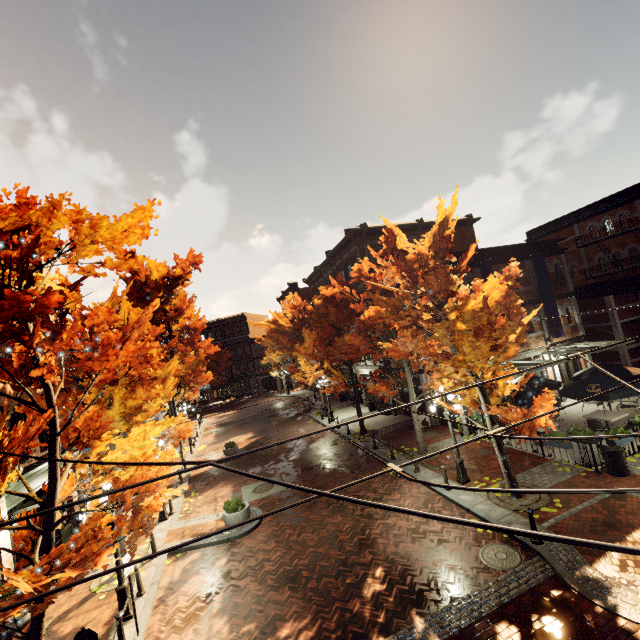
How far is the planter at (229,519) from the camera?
12.4 meters

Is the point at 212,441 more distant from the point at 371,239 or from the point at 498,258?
the point at 498,258

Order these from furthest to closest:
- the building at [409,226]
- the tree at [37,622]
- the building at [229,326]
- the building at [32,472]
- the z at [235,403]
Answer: the building at [229,326], the z at [235,403], the building at [409,226], the building at [32,472], the tree at [37,622]

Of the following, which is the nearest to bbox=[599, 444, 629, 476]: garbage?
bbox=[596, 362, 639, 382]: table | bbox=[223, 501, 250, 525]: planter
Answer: bbox=[596, 362, 639, 382]: table

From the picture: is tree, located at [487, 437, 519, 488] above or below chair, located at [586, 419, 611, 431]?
below

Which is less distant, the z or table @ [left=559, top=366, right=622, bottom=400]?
table @ [left=559, top=366, right=622, bottom=400]

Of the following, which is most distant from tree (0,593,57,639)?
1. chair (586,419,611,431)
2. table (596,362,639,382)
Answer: table (596,362,639,382)

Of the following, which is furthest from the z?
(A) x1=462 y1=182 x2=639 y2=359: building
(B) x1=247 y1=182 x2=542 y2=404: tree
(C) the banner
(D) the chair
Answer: (D) the chair
